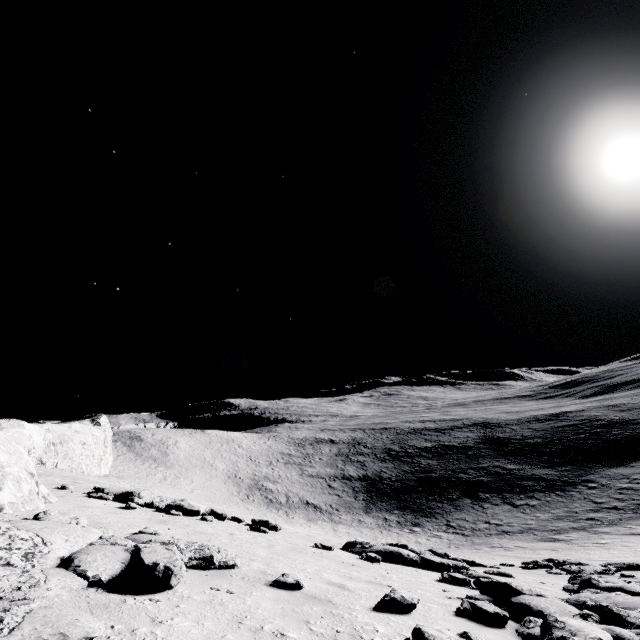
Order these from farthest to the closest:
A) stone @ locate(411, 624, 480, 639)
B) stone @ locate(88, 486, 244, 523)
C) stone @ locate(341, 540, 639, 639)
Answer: stone @ locate(88, 486, 244, 523) → stone @ locate(341, 540, 639, 639) → stone @ locate(411, 624, 480, 639)

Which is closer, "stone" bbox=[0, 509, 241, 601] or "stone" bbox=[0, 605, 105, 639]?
"stone" bbox=[0, 605, 105, 639]

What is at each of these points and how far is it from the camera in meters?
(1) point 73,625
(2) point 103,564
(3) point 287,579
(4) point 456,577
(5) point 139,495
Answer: (1) stone, 2.4 m
(2) stone, 3.7 m
(3) stone, 4.7 m
(4) stone, 7.0 m
(5) stone, 12.9 m

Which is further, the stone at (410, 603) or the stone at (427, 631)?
the stone at (410, 603)

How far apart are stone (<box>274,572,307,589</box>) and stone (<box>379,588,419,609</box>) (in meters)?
1.13

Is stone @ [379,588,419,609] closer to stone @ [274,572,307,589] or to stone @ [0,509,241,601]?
stone @ [274,572,307,589]

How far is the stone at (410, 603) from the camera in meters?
4.3

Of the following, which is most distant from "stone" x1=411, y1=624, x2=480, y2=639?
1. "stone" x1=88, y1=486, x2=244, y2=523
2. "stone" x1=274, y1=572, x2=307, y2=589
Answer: "stone" x1=88, y1=486, x2=244, y2=523
